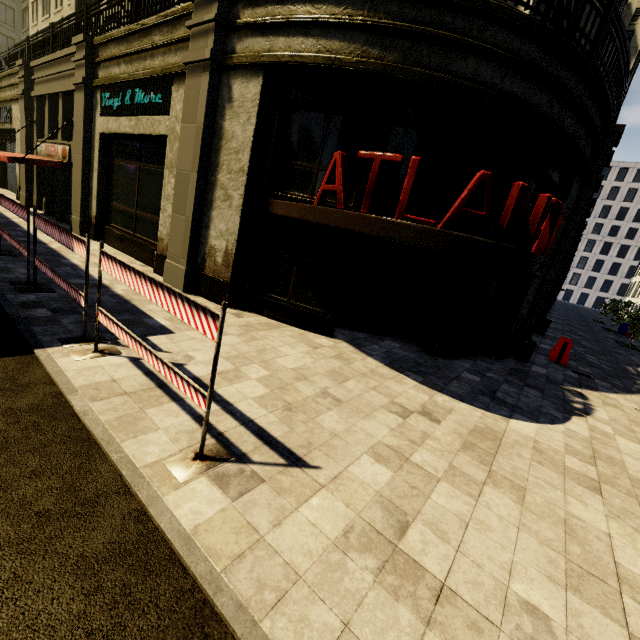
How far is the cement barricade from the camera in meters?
11.0 m

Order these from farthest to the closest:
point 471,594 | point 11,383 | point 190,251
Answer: point 190,251 < point 11,383 < point 471,594

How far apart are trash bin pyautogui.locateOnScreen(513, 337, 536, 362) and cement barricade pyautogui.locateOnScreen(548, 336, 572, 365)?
1.7m

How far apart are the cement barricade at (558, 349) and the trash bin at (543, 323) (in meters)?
4.65

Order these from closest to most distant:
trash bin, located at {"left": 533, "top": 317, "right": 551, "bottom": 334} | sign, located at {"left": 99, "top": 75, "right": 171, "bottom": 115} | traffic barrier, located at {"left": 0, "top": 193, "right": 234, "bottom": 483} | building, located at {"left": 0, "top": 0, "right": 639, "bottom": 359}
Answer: traffic barrier, located at {"left": 0, "top": 193, "right": 234, "bottom": 483}, building, located at {"left": 0, "top": 0, "right": 639, "bottom": 359}, sign, located at {"left": 99, "top": 75, "right": 171, "bottom": 115}, trash bin, located at {"left": 533, "top": 317, "right": 551, "bottom": 334}

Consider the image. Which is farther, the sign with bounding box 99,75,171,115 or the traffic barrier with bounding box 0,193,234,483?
the sign with bounding box 99,75,171,115

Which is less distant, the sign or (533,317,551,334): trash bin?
the sign

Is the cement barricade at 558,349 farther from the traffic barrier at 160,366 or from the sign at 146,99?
the sign at 146,99
